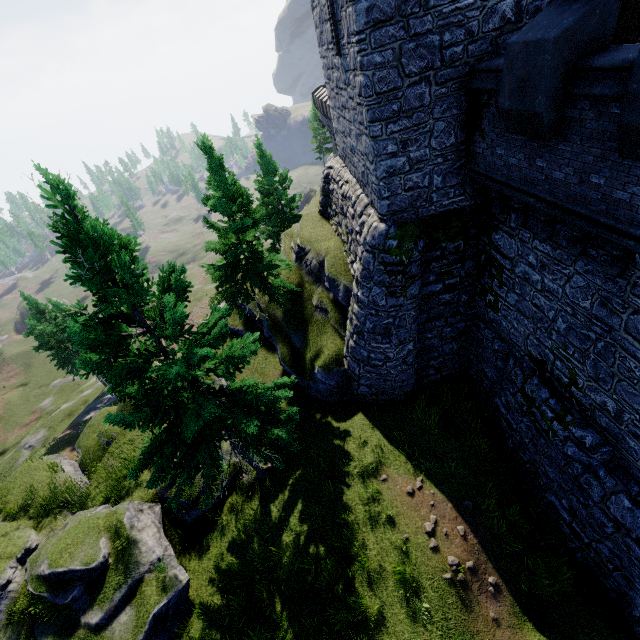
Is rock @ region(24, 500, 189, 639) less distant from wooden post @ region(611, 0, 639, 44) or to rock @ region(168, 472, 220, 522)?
rock @ region(168, 472, 220, 522)

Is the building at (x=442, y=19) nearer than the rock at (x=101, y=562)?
Yes

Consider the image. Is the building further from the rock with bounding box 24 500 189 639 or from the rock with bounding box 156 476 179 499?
the rock with bounding box 24 500 189 639

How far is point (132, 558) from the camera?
11.2m

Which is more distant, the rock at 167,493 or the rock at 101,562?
the rock at 167,493

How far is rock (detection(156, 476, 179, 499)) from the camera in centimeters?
1352cm

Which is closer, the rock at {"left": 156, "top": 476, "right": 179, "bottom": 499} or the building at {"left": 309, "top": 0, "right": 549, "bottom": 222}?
the building at {"left": 309, "top": 0, "right": 549, "bottom": 222}
